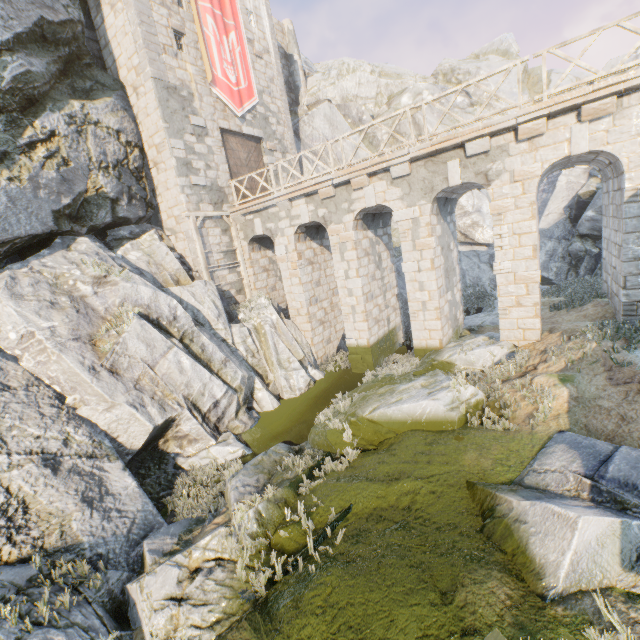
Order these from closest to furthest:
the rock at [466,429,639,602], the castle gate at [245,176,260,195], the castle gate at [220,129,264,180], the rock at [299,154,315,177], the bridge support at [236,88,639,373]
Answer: the rock at [466,429,639,602]
the bridge support at [236,88,639,373]
the castle gate at [220,129,264,180]
the castle gate at [245,176,260,195]
the rock at [299,154,315,177]

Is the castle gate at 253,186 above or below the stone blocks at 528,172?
above

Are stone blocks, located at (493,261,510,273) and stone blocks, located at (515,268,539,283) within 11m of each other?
yes

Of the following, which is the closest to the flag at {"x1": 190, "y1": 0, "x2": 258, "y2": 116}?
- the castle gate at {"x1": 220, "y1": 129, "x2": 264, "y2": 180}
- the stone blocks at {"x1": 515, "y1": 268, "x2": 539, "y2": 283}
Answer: the castle gate at {"x1": 220, "y1": 129, "x2": 264, "y2": 180}

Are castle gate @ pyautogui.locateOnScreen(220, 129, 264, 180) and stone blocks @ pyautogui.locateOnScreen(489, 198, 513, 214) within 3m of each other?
no

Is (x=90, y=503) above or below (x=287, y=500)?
above

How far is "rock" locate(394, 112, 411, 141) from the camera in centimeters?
2534cm

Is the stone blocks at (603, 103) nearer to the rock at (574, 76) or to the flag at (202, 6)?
the rock at (574, 76)
